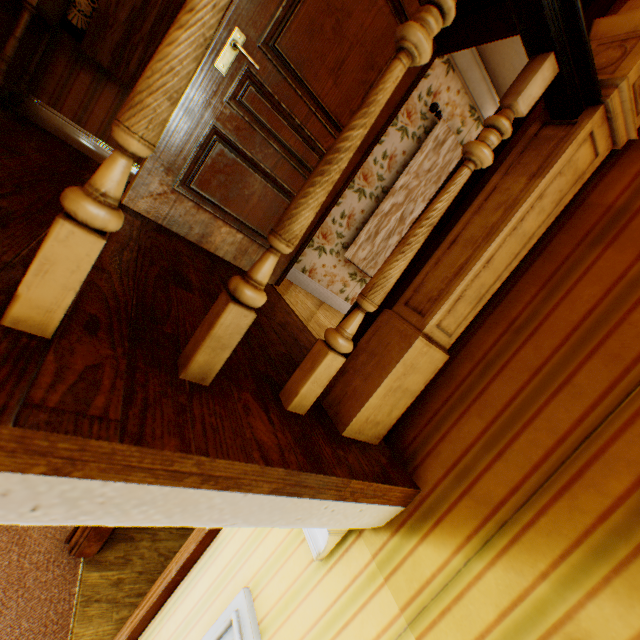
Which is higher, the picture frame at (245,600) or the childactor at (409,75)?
the childactor at (409,75)

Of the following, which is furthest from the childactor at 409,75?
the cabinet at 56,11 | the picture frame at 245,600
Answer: the picture frame at 245,600

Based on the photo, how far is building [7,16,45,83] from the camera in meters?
2.2

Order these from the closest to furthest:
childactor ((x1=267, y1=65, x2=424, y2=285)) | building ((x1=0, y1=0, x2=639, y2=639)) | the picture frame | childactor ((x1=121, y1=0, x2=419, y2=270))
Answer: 1. building ((x1=0, y1=0, x2=639, y2=639))
2. the picture frame
3. childactor ((x1=121, y1=0, x2=419, y2=270))
4. childactor ((x1=267, y1=65, x2=424, y2=285))

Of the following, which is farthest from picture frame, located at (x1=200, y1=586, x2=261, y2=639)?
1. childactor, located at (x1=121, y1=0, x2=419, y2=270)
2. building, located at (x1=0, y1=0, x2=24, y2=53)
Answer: childactor, located at (x1=121, y1=0, x2=419, y2=270)

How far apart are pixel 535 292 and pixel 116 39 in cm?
314

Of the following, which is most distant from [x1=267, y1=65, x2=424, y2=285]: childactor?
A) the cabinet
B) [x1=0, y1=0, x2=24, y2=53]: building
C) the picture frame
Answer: the picture frame

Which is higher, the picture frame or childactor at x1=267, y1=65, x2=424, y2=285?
childactor at x1=267, y1=65, x2=424, y2=285
